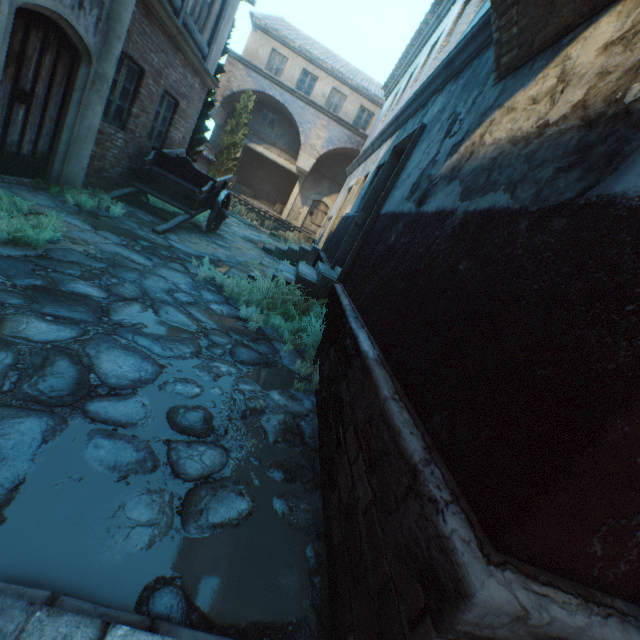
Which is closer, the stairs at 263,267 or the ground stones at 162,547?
the ground stones at 162,547

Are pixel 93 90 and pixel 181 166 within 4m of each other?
yes

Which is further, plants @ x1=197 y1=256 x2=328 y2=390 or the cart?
the cart

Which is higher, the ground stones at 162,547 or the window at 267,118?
the window at 267,118

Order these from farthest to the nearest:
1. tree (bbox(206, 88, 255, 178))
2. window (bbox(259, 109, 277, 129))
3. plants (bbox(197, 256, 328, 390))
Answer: window (bbox(259, 109, 277, 129)) → tree (bbox(206, 88, 255, 178)) → plants (bbox(197, 256, 328, 390))

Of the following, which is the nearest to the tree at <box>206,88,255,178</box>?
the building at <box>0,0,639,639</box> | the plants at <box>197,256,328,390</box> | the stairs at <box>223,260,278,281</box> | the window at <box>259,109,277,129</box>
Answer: the building at <box>0,0,639,639</box>

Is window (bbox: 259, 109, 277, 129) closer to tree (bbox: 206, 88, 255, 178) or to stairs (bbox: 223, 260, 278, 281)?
tree (bbox: 206, 88, 255, 178)

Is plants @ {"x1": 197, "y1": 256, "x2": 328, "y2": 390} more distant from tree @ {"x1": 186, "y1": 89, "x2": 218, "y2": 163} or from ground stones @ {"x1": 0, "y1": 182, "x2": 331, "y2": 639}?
tree @ {"x1": 186, "y1": 89, "x2": 218, "y2": 163}
